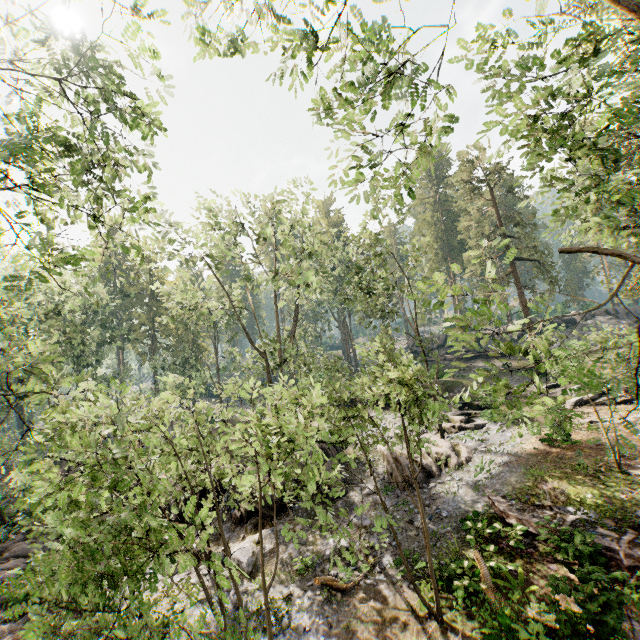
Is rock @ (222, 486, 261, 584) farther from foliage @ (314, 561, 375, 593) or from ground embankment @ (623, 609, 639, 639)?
ground embankment @ (623, 609, 639, 639)

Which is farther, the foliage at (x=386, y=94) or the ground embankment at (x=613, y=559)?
the ground embankment at (x=613, y=559)

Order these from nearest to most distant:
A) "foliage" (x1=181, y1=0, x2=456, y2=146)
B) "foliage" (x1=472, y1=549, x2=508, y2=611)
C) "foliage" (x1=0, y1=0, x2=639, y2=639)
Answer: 1. "foliage" (x1=0, y1=0, x2=639, y2=639)
2. "foliage" (x1=181, y1=0, x2=456, y2=146)
3. "foliage" (x1=472, y1=549, x2=508, y2=611)

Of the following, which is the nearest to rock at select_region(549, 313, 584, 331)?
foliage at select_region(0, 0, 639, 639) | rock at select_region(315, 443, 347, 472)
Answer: foliage at select_region(0, 0, 639, 639)

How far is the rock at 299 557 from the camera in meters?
13.9 m

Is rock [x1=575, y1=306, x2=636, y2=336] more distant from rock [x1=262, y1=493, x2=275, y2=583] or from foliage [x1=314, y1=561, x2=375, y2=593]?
rock [x1=262, y1=493, x2=275, y2=583]

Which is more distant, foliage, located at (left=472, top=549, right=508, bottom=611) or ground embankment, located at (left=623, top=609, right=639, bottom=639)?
foliage, located at (left=472, top=549, right=508, bottom=611)

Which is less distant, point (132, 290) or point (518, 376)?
point (518, 376)
